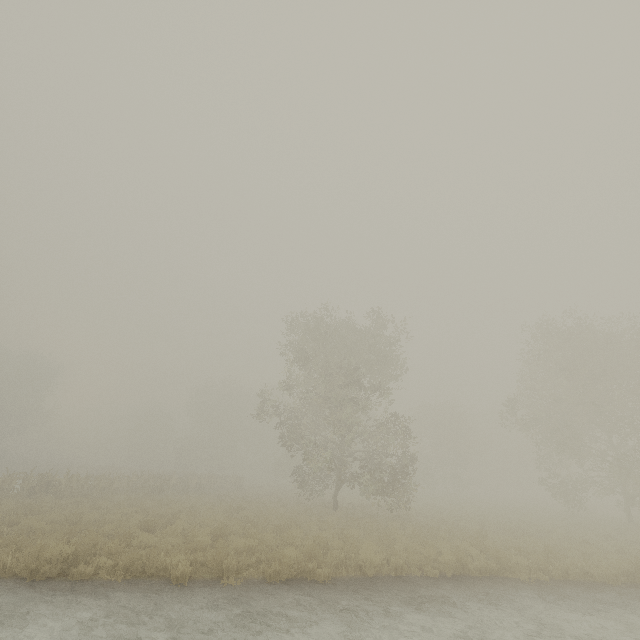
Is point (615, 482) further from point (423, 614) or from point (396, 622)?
point (396, 622)
